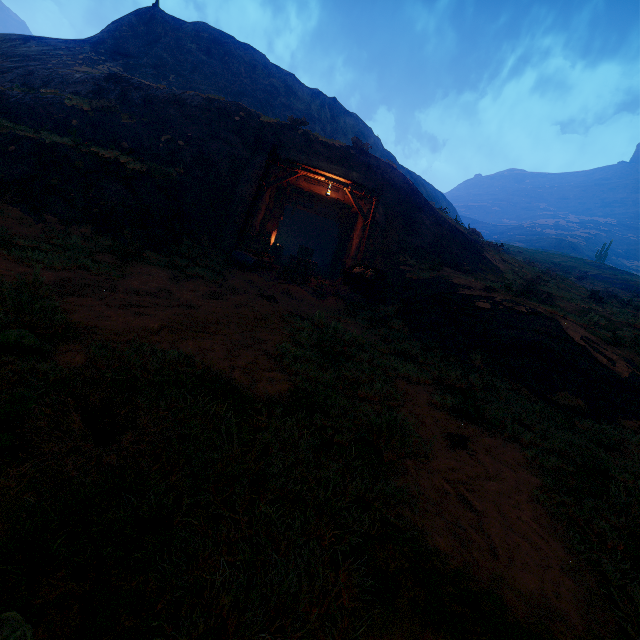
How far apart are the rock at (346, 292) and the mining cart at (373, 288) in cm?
3

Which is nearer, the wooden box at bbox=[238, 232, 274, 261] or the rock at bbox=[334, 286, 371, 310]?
the rock at bbox=[334, 286, 371, 310]

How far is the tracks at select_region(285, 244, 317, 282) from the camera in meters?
12.9 m

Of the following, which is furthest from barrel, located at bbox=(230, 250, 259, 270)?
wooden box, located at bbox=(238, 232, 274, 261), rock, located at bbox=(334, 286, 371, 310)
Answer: rock, located at bbox=(334, 286, 371, 310)

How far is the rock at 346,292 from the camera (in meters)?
12.12

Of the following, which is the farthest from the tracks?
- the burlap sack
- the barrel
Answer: the barrel

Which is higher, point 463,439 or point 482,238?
point 482,238

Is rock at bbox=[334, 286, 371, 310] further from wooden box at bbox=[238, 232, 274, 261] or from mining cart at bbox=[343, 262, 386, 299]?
wooden box at bbox=[238, 232, 274, 261]
